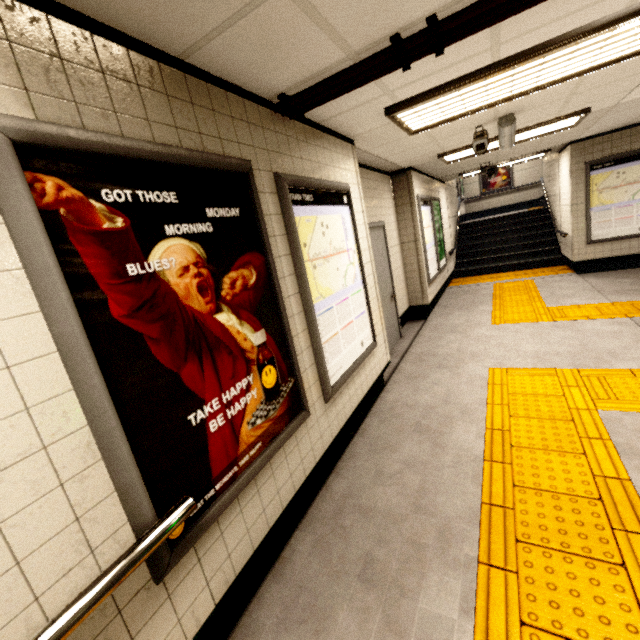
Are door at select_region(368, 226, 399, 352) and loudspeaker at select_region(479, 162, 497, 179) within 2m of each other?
no

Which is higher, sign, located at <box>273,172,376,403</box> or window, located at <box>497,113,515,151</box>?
window, located at <box>497,113,515,151</box>

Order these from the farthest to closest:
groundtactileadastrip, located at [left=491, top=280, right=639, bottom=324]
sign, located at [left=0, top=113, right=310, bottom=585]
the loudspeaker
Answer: the loudspeaker
groundtactileadastrip, located at [left=491, top=280, right=639, bottom=324]
sign, located at [left=0, top=113, right=310, bottom=585]

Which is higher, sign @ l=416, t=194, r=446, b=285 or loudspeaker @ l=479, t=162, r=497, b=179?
loudspeaker @ l=479, t=162, r=497, b=179

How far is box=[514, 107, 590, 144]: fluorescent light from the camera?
4.5m

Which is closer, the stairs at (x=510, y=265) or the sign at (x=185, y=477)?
the sign at (x=185, y=477)

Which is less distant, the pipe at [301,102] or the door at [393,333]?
the pipe at [301,102]

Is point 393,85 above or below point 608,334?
above
